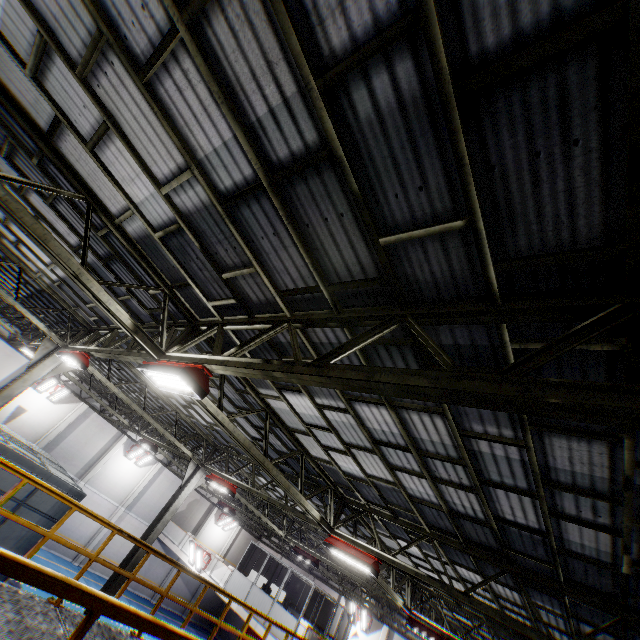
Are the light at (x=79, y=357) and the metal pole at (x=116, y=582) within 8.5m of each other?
yes

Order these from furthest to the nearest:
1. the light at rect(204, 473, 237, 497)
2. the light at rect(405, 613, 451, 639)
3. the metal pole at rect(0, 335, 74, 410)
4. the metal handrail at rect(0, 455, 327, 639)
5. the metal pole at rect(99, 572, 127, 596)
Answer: the light at rect(204, 473, 237, 497) < the light at rect(405, 613, 451, 639) < the metal pole at rect(99, 572, 127, 596) < the metal pole at rect(0, 335, 74, 410) < the metal handrail at rect(0, 455, 327, 639)

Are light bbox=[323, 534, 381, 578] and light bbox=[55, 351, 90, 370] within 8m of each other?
no

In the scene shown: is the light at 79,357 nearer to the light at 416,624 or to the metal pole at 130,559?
the metal pole at 130,559

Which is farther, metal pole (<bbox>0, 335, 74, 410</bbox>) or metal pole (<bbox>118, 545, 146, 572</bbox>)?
metal pole (<bbox>118, 545, 146, 572</bbox>)

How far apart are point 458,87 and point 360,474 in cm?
838

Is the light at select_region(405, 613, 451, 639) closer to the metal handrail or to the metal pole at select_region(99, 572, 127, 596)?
the metal handrail

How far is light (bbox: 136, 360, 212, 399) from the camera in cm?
486
